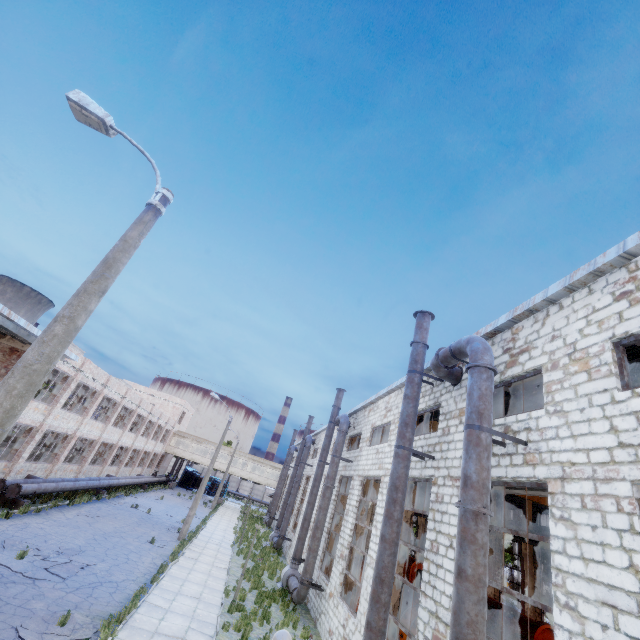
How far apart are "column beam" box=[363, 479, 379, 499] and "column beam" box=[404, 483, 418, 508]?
4.0m

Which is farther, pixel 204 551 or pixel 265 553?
pixel 265 553

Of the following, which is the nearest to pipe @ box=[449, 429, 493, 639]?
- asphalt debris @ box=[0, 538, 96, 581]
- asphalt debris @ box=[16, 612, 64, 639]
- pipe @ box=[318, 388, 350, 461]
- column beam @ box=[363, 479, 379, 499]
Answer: asphalt debris @ box=[16, 612, 64, 639]

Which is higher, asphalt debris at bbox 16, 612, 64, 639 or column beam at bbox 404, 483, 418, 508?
column beam at bbox 404, 483, 418, 508

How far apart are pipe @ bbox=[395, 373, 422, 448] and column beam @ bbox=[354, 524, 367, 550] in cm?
733

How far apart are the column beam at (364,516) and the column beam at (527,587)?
18.07m

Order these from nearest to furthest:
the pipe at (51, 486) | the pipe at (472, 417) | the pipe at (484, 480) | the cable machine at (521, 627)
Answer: the pipe at (484, 480) → the pipe at (472, 417) → the pipe at (51, 486) → the cable machine at (521, 627)

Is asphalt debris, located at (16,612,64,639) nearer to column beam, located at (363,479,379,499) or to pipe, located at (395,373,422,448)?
pipe, located at (395,373,422,448)
